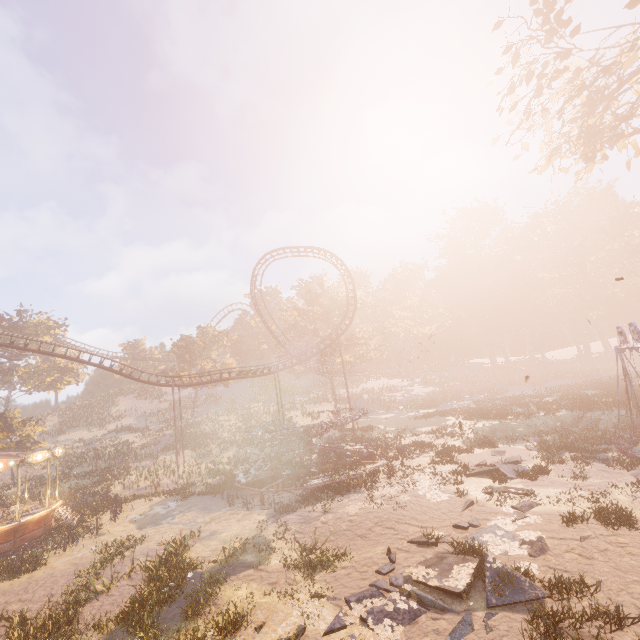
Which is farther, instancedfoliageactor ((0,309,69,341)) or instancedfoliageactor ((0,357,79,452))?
instancedfoliageactor ((0,309,69,341))

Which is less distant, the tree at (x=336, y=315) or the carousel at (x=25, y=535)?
the carousel at (x=25, y=535)

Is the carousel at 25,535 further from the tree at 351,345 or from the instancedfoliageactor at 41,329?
the instancedfoliageactor at 41,329

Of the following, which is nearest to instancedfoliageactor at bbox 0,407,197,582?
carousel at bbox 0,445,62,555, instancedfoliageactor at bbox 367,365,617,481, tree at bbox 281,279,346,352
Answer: carousel at bbox 0,445,62,555

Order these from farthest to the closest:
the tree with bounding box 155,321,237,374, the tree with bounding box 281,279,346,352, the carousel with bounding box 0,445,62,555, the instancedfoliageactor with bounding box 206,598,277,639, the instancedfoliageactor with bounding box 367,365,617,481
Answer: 1. the tree with bounding box 155,321,237,374
2. the tree with bounding box 281,279,346,352
3. the instancedfoliageactor with bounding box 367,365,617,481
4. the carousel with bounding box 0,445,62,555
5. the instancedfoliageactor with bounding box 206,598,277,639

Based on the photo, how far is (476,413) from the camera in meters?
33.8 m

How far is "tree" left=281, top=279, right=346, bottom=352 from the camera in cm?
4570

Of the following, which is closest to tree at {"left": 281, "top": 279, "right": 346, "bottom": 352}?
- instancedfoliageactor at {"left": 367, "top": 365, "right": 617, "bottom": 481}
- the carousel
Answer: instancedfoliageactor at {"left": 367, "top": 365, "right": 617, "bottom": 481}
